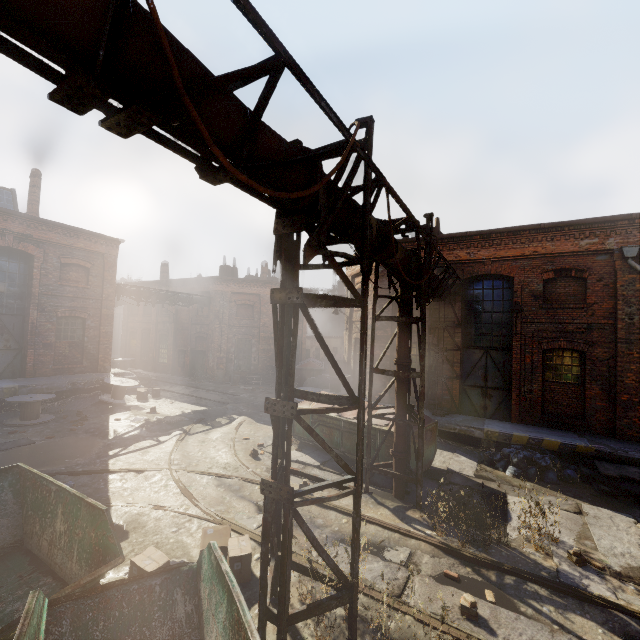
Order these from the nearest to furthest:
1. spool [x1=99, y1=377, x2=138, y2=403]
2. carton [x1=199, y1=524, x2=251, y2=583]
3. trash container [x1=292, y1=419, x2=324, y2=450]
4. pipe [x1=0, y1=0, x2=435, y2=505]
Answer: pipe [x1=0, y1=0, x2=435, y2=505]
carton [x1=199, y1=524, x2=251, y2=583]
trash container [x1=292, y1=419, x2=324, y2=450]
spool [x1=99, y1=377, x2=138, y2=403]

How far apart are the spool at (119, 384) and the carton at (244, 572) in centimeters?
1237cm

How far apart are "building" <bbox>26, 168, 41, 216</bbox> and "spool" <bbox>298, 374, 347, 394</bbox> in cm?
1676

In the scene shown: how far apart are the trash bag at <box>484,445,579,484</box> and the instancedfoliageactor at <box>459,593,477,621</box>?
5.87m

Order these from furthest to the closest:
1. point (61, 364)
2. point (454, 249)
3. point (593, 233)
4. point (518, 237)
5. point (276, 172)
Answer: point (61, 364) < point (454, 249) < point (518, 237) < point (593, 233) < point (276, 172)

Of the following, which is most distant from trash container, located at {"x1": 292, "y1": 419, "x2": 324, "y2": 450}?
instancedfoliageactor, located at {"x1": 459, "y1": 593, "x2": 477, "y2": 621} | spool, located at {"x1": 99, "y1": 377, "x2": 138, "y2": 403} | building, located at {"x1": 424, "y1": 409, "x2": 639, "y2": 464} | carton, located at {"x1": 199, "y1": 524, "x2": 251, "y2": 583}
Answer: Answer: spool, located at {"x1": 99, "y1": 377, "x2": 138, "y2": 403}

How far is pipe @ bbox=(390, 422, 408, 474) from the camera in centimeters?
808cm

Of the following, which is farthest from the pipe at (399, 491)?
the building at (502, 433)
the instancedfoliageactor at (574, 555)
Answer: the instancedfoliageactor at (574, 555)
